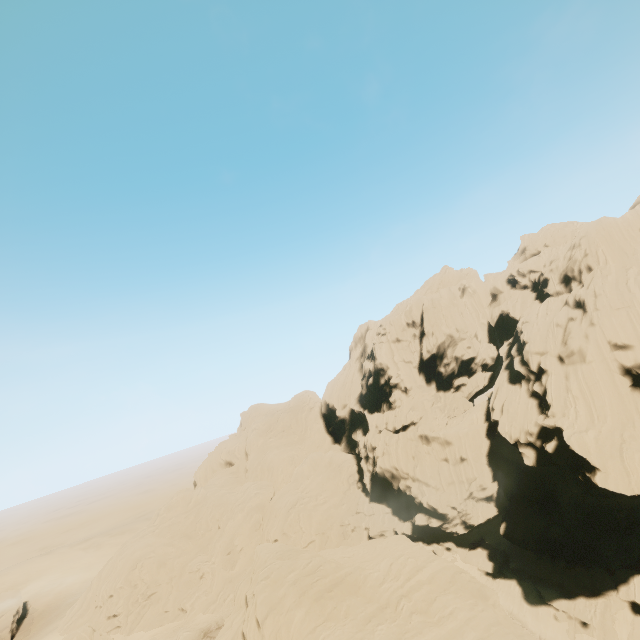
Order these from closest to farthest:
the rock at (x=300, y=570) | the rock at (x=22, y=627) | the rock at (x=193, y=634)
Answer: the rock at (x=300, y=570) < the rock at (x=193, y=634) < the rock at (x=22, y=627)

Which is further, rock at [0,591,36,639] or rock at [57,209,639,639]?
rock at [0,591,36,639]

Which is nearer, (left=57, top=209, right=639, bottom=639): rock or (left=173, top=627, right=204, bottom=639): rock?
(left=57, top=209, right=639, bottom=639): rock

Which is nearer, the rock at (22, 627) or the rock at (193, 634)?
the rock at (193, 634)

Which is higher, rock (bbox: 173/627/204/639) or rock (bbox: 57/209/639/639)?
rock (bbox: 57/209/639/639)

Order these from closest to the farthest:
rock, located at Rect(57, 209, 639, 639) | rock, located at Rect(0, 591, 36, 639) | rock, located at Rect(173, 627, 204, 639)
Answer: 1. rock, located at Rect(57, 209, 639, 639)
2. rock, located at Rect(173, 627, 204, 639)
3. rock, located at Rect(0, 591, 36, 639)

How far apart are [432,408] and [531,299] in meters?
26.2 m

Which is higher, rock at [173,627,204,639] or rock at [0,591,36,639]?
rock at [0,591,36,639]
